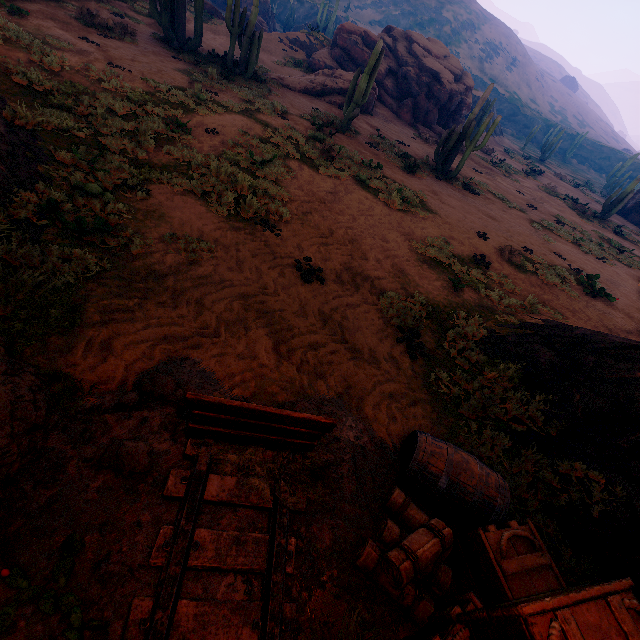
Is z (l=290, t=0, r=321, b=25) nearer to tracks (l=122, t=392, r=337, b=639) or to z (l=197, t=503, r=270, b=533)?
z (l=197, t=503, r=270, b=533)

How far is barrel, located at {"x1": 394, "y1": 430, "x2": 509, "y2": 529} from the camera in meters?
3.2 m

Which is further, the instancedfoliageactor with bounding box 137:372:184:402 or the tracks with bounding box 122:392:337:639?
the instancedfoliageactor with bounding box 137:372:184:402

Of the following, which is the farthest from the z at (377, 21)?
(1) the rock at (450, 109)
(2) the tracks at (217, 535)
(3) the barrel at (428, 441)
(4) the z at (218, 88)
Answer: (2) the tracks at (217, 535)

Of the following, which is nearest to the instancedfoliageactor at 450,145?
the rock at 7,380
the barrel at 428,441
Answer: the barrel at 428,441

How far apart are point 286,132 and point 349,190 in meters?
3.5

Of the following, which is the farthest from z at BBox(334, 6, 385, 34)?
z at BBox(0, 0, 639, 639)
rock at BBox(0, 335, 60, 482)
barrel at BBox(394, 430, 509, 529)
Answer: rock at BBox(0, 335, 60, 482)

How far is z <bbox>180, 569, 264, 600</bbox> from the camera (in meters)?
2.29
